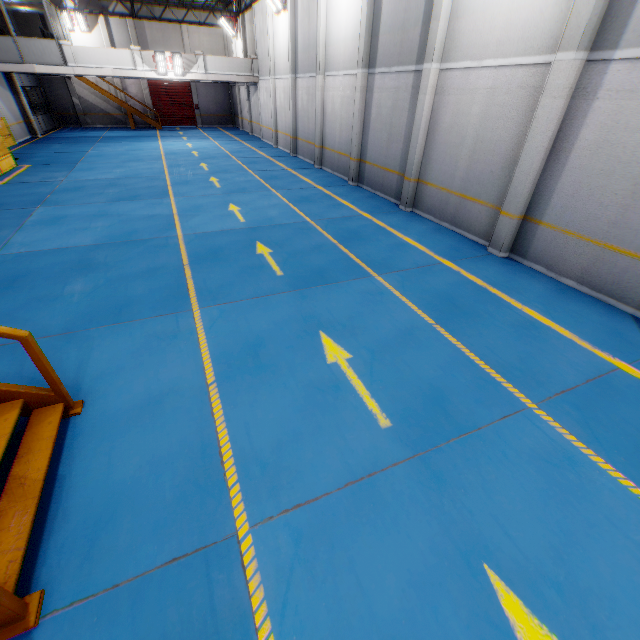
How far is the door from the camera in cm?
3111

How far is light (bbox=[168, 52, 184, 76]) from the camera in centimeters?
2058cm

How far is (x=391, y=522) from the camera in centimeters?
308cm

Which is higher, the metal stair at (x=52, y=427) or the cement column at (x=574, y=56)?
the cement column at (x=574, y=56)

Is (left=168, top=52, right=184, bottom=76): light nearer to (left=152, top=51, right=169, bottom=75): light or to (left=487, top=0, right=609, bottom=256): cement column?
(left=152, top=51, right=169, bottom=75): light

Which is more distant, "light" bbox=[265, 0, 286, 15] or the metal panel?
"light" bbox=[265, 0, 286, 15]

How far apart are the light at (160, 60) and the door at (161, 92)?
11.95m

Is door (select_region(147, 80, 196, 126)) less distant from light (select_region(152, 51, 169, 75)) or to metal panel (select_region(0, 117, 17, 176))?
light (select_region(152, 51, 169, 75))
